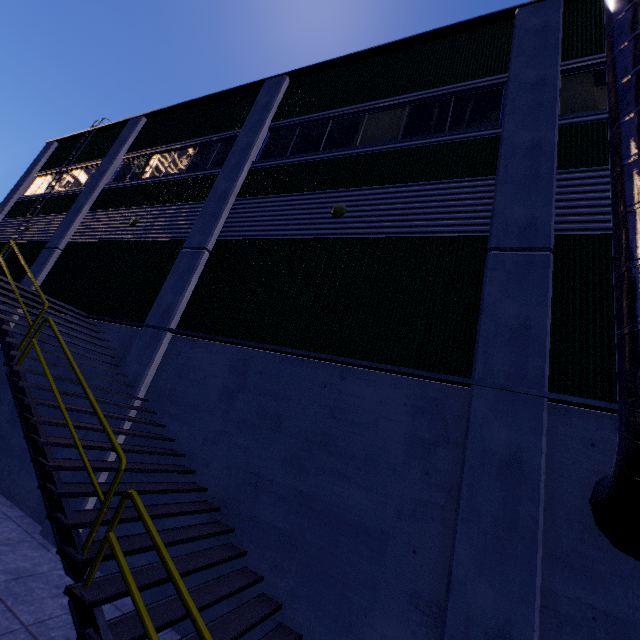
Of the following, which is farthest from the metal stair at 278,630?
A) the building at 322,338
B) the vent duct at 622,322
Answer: the vent duct at 622,322

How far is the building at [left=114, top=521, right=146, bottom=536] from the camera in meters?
6.3

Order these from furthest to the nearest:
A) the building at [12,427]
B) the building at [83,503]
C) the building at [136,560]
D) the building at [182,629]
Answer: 1. the building at [12,427]
2. the building at [83,503]
3. the building at [136,560]
4. the building at [182,629]

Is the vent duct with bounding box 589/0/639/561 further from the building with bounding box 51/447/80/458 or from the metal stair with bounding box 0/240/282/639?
the metal stair with bounding box 0/240/282/639

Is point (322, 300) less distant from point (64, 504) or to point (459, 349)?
point (459, 349)

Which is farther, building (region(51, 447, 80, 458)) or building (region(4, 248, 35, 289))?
building (region(4, 248, 35, 289))
